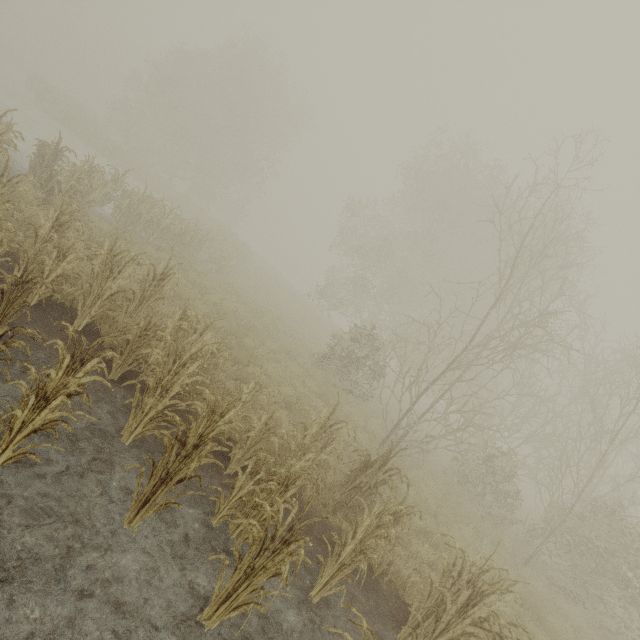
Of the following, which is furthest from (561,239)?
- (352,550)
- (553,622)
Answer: (352,550)
